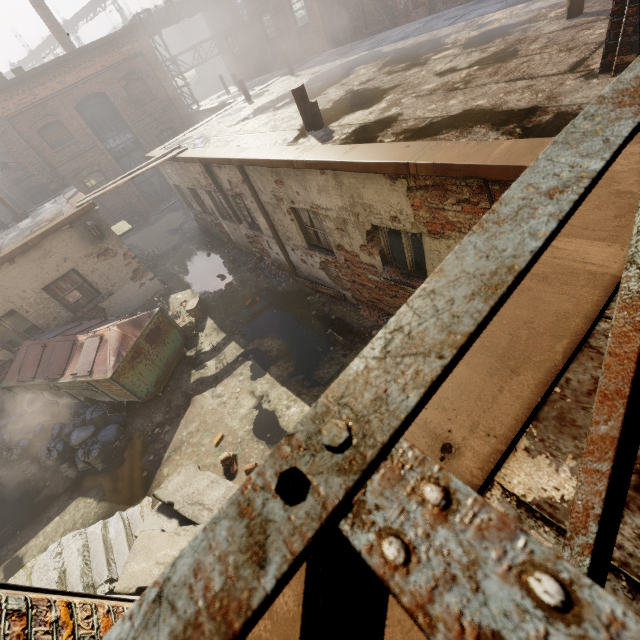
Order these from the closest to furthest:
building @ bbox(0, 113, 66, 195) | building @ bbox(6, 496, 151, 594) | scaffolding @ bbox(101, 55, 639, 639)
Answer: scaffolding @ bbox(101, 55, 639, 639) → building @ bbox(6, 496, 151, 594) → building @ bbox(0, 113, 66, 195)

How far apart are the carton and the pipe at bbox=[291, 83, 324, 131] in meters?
6.0 m

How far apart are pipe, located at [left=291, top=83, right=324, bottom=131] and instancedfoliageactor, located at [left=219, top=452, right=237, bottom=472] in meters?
6.6 m

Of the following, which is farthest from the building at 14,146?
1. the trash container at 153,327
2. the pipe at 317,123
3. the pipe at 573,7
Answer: the pipe at 573,7

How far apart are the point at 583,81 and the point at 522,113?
0.81m

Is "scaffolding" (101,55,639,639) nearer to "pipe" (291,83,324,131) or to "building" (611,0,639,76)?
"building" (611,0,639,76)

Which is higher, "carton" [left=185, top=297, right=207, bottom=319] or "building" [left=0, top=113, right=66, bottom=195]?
"building" [left=0, top=113, right=66, bottom=195]

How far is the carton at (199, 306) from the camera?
9.97m
